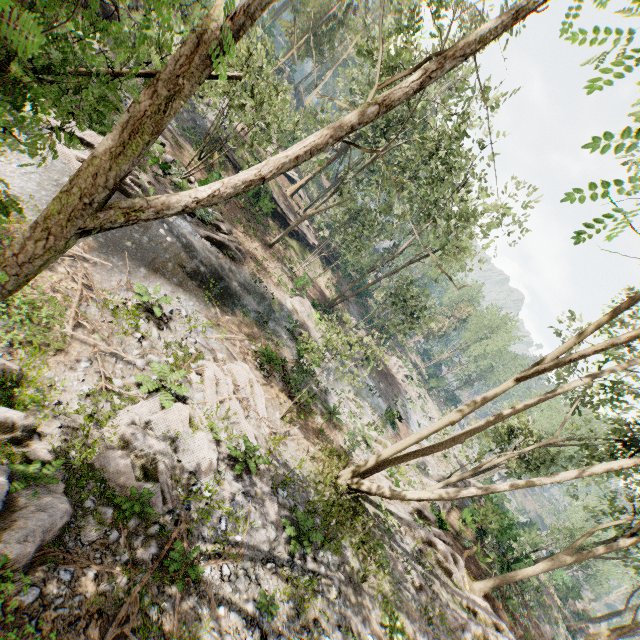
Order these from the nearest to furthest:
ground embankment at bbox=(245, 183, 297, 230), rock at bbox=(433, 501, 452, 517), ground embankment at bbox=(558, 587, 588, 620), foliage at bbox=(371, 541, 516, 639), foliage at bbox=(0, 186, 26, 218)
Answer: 1. foliage at bbox=(0, 186, 26, 218)
2. foliage at bbox=(371, 541, 516, 639)
3. rock at bbox=(433, 501, 452, 517)
4. ground embankment at bbox=(245, 183, 297, 230)
5. ground embankment at bbox=(558, 587, 588, 620)

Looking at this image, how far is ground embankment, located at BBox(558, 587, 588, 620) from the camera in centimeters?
4072cm

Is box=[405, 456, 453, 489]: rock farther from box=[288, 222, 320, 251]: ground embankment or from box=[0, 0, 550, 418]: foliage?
box=[288, 222, 320, 251]: ground embankment

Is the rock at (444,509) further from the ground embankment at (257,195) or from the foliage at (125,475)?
the ground embankment at (257,195)

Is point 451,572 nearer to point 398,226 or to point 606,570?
point 398,226

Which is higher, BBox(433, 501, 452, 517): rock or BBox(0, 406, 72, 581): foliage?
BBox(433, 501, 452, 517): rock

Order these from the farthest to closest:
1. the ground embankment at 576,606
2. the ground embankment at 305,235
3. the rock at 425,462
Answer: the ground embankment at 576,606 < the ground embankment at 305,235 < the rock at 425,462

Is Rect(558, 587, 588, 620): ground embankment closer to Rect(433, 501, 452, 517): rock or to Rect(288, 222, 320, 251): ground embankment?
Rect(433, 501, 452, 517): rock
